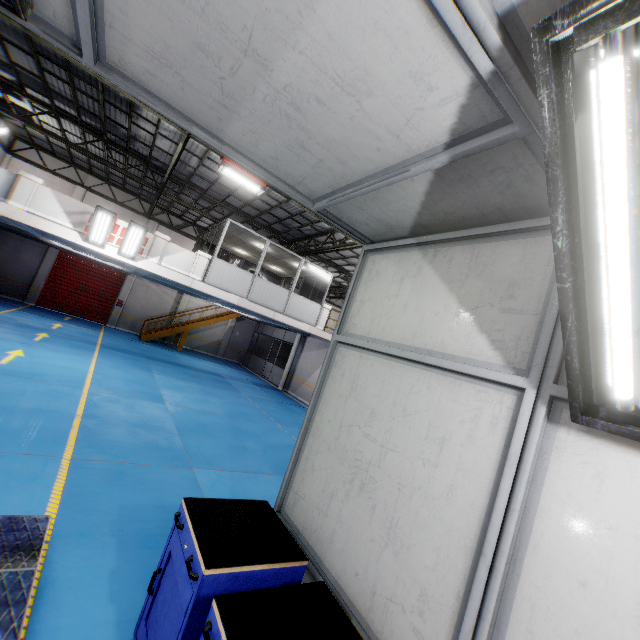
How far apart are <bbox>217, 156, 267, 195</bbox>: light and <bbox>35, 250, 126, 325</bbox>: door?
15.4m

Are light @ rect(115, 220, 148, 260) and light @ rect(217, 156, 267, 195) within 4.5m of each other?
yes

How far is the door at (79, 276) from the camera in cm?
2033

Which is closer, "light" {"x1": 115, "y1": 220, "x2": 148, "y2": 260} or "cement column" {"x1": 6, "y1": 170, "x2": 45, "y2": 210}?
"cement column" {"x1": 6, "y1": 170, "x2": 45, "y2": 210}

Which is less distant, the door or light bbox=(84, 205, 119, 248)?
light bbox=(84, 205, 119, 248)

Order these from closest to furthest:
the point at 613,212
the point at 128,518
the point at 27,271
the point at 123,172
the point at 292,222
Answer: the point at 613,212 → the point at 128,518 → the point at 123,172 → the point at 292,222 → the point at 27,271

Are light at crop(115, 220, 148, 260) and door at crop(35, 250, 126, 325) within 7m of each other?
no

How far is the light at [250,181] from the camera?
10.5m
